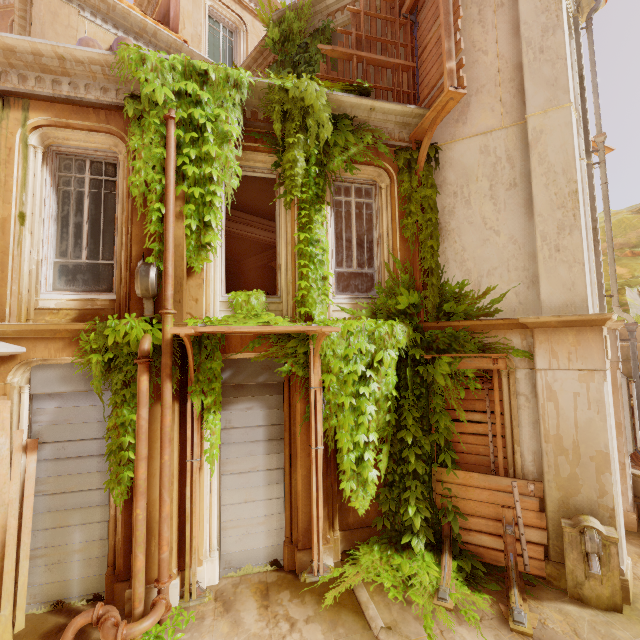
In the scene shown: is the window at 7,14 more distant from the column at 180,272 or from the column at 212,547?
the column at 212,547

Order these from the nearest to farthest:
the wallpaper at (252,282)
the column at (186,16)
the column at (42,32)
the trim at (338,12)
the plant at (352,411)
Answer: the plant at (352,411)
the column at (42,32)
the trim at (338,12)
the column at (186,16)
the wallpaper at (252,282)

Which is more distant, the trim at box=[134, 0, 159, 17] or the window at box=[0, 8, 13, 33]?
the window at box=[0, 8, 13, 33]

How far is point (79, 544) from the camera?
5.29m

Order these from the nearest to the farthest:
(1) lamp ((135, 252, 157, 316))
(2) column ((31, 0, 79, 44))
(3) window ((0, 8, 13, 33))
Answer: (1) lamp ((135, 252, 157, 316)) < (2) column ((31, 0, 79, 44)) < (3) window ((0, 8, 13, 33))

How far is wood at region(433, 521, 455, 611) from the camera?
5.0m

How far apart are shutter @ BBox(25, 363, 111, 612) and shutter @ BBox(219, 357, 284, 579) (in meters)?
1.67

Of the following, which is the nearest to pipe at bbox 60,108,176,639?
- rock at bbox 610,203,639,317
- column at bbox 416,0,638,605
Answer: column at bbox 416,0,638,605
